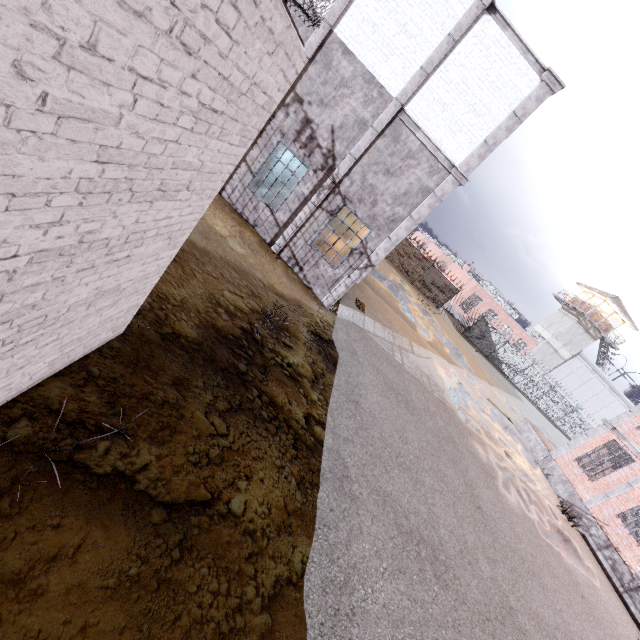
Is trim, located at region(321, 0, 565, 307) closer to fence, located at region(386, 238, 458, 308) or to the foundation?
fence, located at region(386, 238, 458, 308)

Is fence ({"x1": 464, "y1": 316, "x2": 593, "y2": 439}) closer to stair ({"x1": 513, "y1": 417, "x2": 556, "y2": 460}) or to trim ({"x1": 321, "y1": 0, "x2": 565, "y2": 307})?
trim ({"x1": 321, "y1": 0, "x2": 565, "y2": 307})

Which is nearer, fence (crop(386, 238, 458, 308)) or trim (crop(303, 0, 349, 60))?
trim (crop(303, 0, 349, 60))

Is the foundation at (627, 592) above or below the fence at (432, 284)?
below

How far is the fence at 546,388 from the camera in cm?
3462

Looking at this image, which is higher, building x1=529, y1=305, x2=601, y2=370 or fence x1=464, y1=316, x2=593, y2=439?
building x1=529, y1=305, x2=601, y2=370

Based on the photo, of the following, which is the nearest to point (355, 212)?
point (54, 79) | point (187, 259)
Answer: point (187, 259)

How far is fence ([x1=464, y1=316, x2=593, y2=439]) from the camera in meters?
34.6 m
